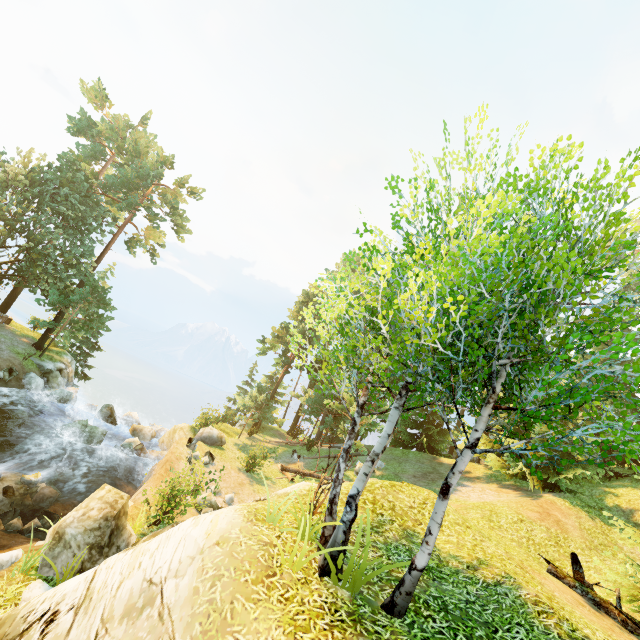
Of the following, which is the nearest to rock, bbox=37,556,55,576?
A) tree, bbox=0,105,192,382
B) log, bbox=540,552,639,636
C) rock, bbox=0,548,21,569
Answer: rock, bbox=0,548,21,569

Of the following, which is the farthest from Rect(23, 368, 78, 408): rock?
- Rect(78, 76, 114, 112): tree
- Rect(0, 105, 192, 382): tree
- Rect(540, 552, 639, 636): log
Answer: Rect(540, 552, 639, 636): log

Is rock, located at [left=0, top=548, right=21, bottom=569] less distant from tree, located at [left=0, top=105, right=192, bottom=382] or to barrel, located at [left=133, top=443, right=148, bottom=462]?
tree, located at [left=0, top=105, right=192, bottom=382]

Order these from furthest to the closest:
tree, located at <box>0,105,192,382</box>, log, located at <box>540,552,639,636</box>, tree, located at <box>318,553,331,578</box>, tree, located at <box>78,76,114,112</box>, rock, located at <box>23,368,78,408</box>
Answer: tree, located at <box>78,76,114,112</box> → tree, located at <box>0,105,192,382</box> → rock, located at <box>23,368,78,408</box> → log, located at <box>540,552,639,636</box> → tree, located at <box>318,553,331,578</box>

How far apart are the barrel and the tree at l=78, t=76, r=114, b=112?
32.33m

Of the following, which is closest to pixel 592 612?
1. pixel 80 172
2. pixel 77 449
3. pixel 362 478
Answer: pixel 362 478

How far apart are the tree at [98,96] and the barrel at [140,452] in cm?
3233

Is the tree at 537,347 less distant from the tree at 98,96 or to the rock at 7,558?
the tree at 98,96
